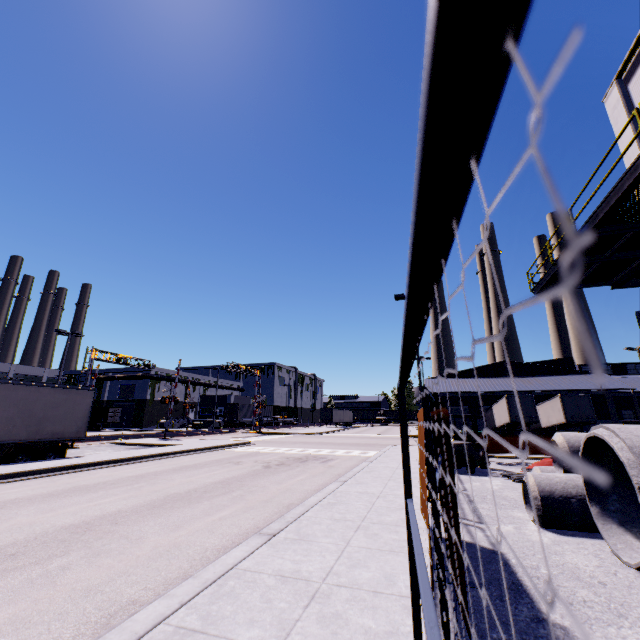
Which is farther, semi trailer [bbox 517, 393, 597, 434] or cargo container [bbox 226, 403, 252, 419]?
cargo container [bbox 226, 403, 252, 419]

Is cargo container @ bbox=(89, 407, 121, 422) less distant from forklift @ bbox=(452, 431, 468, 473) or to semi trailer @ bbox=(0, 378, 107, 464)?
semi trailer @ bbox=(0, 378, 107, 464)

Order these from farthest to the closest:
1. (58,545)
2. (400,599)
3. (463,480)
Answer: (463,480) < (58,545) < (400,599)

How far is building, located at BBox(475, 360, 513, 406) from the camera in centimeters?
4375cm

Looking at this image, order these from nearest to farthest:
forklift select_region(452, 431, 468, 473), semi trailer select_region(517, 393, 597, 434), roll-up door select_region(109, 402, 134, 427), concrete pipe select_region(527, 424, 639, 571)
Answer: concrete pipe select_region(527, 424, 639, 571)
forklift select_region(452, 431, 468, 473)
semi trailer select_region(517, 393, 597, 434)
roll-up door select_region(109, 402, 134, 427)

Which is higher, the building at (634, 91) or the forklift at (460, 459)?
the building at (634, 91)

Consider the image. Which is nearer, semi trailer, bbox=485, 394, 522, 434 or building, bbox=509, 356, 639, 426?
semi trailer, bbox=485, 394, 522, 434

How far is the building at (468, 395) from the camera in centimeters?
4532cm
